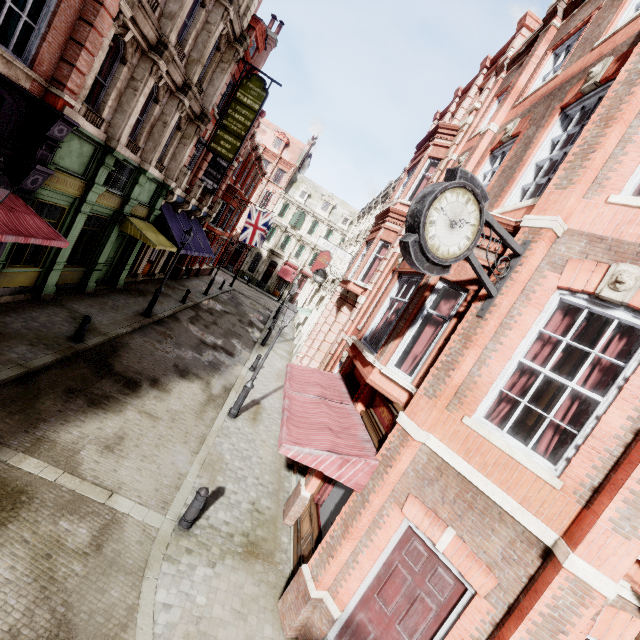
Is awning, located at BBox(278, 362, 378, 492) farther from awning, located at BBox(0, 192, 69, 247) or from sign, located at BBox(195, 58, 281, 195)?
sign, located at BBox(195, 58, 281, 195)

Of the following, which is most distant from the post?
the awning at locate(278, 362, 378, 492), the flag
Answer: the flag

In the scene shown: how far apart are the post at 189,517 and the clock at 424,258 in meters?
6.0 m

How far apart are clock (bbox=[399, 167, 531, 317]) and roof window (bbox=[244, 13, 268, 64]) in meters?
20.2 m

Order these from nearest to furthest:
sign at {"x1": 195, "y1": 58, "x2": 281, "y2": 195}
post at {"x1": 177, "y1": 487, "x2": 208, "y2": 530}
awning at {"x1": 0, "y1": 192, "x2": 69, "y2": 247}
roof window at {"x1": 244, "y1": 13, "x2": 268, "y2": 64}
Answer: post at {"x1": 177, "y1": 487, "x2": 208, "y2": 530} → awning at {"x1": 0, "y1": 192, "x2": 69, "y2": 247} → sign at {"x1": 195, "y1": 58, "x2": 281, "y2": 195} → roof window at {"x1": 244, "y1": 13, "x2": 268, "y2": 64}

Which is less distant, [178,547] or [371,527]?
[371,527]

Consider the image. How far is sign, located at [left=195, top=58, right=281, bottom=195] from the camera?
16.3 meters

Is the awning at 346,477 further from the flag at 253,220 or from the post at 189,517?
the flag at 253,220
